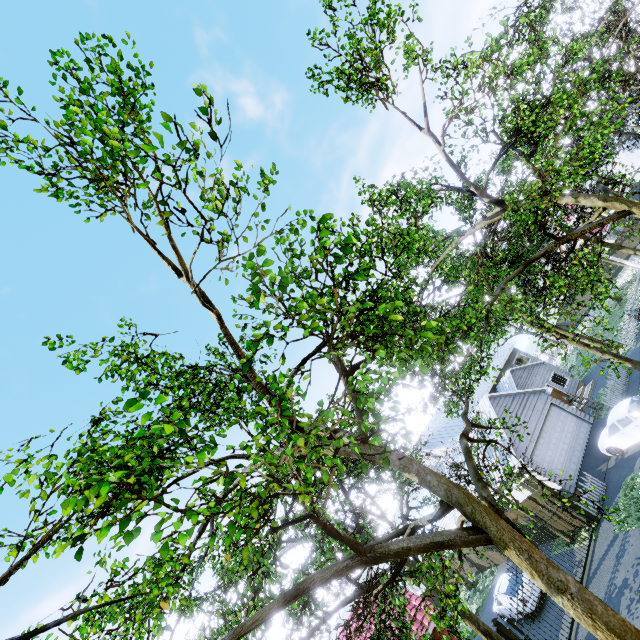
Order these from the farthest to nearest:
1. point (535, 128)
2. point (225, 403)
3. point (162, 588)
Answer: point (535, 128), point (225, 403), point (162, 588)

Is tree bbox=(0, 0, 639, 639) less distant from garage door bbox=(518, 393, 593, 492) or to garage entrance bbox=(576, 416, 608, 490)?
garage door bbox=(518, 393, 593, 492)

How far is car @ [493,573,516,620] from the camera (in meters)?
16.58

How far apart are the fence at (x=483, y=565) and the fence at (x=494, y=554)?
0.4m

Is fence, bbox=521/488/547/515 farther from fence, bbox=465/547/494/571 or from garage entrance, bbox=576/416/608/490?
fence, bbox=465/547/494/571

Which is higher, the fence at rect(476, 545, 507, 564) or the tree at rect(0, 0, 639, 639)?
the tree at rect(0, 0, 639, 639)

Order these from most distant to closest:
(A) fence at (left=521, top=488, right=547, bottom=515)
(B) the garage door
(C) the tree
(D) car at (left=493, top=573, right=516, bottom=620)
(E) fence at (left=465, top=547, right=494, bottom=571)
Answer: (E) fence at (left=465, top=547, right=494, bottom=571) < (B) the garage door < (A) fence at (left=521, top=488, right=547, bottom=515) < (D) car at (left=493, top=573, right=516, bottom=620) < (C) the tree

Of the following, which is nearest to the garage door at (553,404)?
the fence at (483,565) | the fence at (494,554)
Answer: the fence at (494,554)
